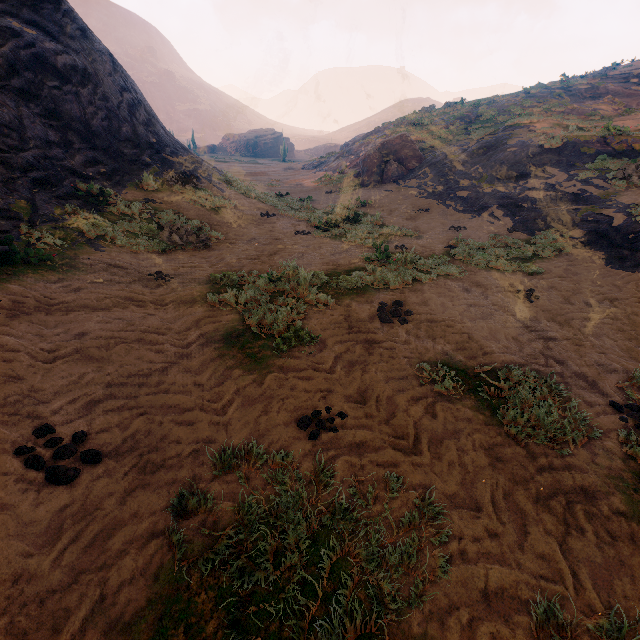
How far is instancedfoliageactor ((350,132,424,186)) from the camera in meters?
18.3

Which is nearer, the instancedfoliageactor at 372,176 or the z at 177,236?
the z at 177,236

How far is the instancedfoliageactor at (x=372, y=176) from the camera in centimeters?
1830cm

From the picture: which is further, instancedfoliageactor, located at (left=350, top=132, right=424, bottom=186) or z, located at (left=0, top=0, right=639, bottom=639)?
instancedfoliageactor, located at (left=350, top=132, right=424, bottom=186)

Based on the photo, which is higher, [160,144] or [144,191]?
[160,144]
